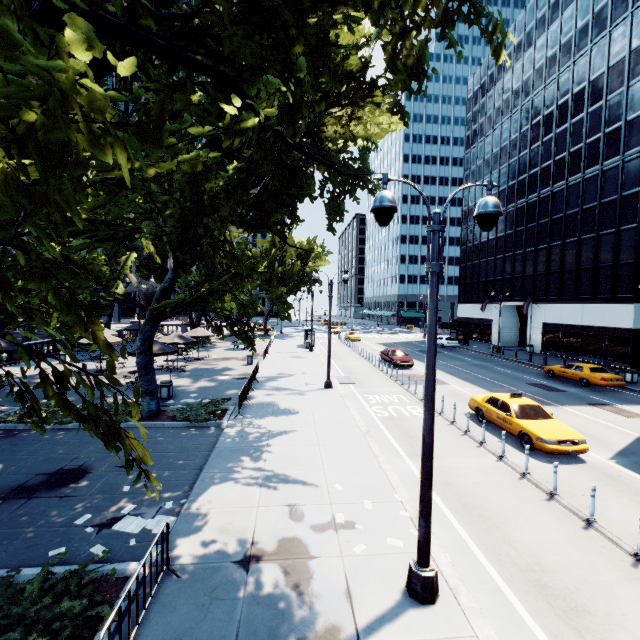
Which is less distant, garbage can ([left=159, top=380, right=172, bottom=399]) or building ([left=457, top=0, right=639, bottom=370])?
garbage can ([left=159, top=380, right=172, bottom=399])

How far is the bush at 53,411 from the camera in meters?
13.4

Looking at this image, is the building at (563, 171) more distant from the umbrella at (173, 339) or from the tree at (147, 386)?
the umbrella at (173, 339)

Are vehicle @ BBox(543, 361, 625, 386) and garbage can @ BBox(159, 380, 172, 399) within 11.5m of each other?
no

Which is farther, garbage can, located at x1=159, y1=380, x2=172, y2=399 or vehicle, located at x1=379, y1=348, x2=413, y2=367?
vehicle, located at x1=379, y1=348, x2=413, y2=367

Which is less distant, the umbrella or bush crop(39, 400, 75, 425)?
bush crop(39, 400, 75, 425)

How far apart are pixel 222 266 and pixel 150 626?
10.6m

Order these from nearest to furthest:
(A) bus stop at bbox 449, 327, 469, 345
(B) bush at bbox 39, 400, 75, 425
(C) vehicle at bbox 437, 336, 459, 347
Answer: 1. (B) bush at bbox 39, 400, 75, 425
2. (C) vehicle at bbox 437, 336, 459, 347
3. (A) bus stop at bbox 449, 327, 469, 345
